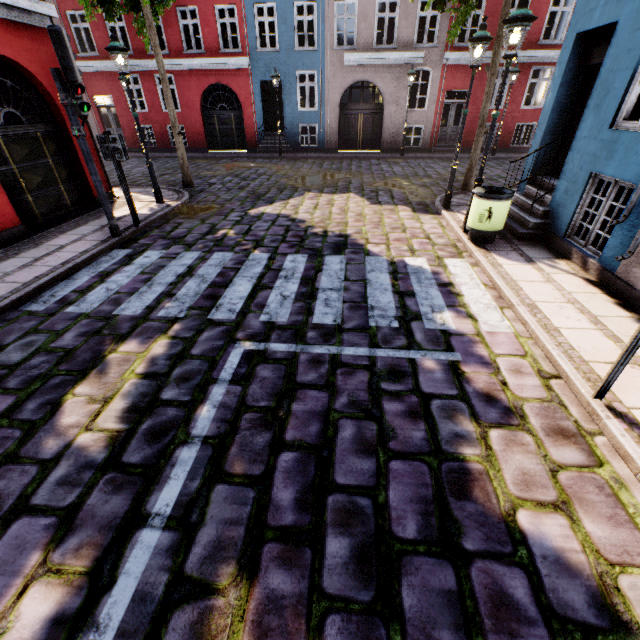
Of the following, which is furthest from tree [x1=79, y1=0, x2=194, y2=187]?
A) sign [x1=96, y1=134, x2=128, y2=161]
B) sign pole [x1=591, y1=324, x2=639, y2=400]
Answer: sign pole [x1=591, y1=324, x2=639, y2=400]

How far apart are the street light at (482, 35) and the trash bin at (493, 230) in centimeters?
206cm

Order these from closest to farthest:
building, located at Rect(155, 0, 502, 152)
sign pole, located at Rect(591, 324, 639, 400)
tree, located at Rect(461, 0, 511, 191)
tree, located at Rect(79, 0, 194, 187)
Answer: sign pole, located at Rect(591, 324, 639, 400)
tree, located at Rect(461, 0, 511, 191)
tree, located at Rect(79, 0, 194, 187)
building, located at Rect(155, 0, 502, 152)

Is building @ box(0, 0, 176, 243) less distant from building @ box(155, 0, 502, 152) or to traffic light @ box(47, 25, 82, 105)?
traffic light @ box(47, 25, 82, 105)

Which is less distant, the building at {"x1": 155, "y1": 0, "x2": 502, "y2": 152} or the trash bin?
the trash bin

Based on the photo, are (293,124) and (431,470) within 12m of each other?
no

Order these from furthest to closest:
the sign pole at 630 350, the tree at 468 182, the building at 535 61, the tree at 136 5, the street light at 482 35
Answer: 1. the tree at 136 5
2. the tree at 468 182
3. the street light at 482 35
4. the building at 535 61
5. the sign pole at 630 350

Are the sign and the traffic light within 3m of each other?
yes
